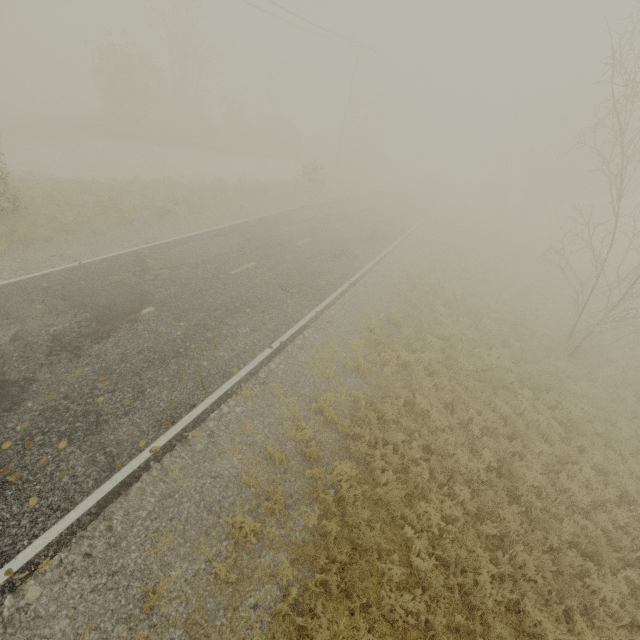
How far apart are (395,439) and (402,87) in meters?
51.9
